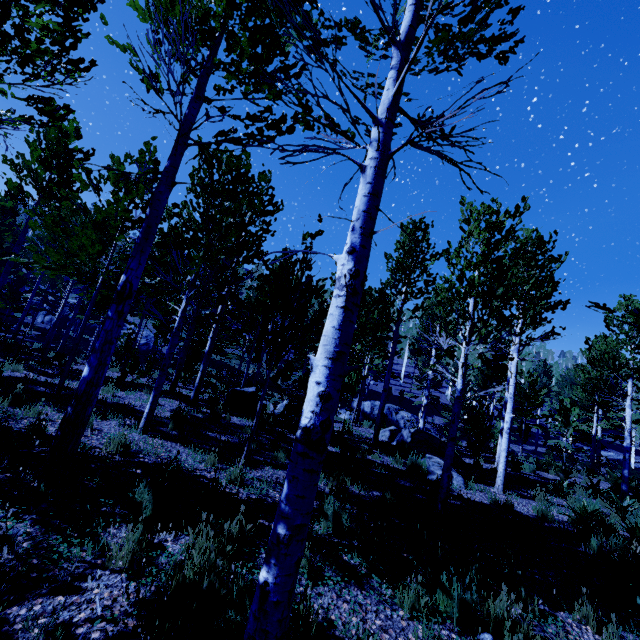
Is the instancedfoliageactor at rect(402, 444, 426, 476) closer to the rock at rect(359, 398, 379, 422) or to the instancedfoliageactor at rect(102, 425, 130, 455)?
the instancedfoliageactor at rect(102, 425, 130, 455)

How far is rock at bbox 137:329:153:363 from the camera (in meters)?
29.77

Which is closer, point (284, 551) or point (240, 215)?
point (284, 551)

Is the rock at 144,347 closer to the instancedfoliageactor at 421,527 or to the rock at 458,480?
the instancedfoliageactor at 421,527

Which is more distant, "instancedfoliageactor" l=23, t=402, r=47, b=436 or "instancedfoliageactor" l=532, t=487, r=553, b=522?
"instancedfoliageactor" l=532, t=487, r=553, b=522

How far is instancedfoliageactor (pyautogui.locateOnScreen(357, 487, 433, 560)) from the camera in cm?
428

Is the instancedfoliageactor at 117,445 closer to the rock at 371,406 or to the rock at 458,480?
the rock at 458,480

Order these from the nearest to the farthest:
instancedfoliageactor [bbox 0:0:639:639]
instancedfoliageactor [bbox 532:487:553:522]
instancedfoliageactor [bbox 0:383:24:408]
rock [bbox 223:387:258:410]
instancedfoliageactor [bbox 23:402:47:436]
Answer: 1. instancedfoliageactor [bbox 0:0:639:639]
2. instancedfoliageactor [bbox 23:402:47:436]
3. instancedfoliageactor [bbox 0:383:24:408]
4. instancedfoliageactor [bbox 532:487:553:522]
5. rock [bbox 223:387:258:410]
